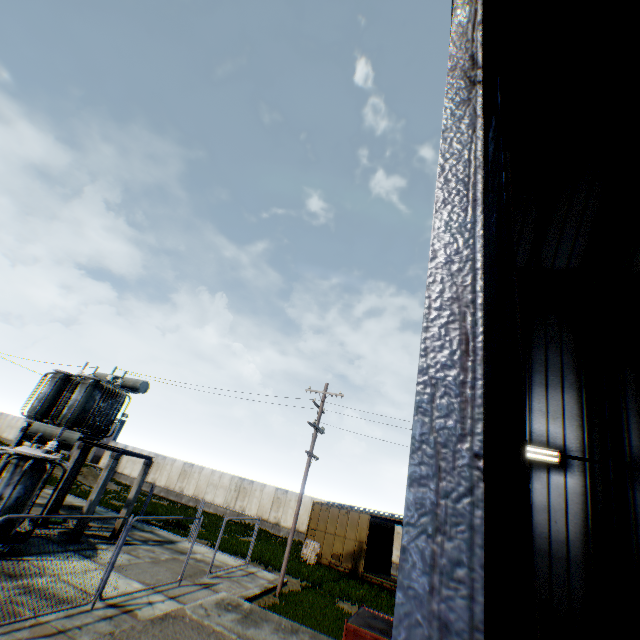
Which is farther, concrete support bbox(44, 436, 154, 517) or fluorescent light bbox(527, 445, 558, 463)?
concrete support bbox(44, 436, 154, 517)

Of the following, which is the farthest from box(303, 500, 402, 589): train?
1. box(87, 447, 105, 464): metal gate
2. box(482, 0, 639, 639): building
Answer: box(87, 447, 105, 464): metal gate

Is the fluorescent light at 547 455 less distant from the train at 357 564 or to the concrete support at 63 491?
the train at 357 564

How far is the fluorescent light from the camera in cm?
871

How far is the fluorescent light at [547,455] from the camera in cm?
871

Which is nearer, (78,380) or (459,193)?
(459,193)

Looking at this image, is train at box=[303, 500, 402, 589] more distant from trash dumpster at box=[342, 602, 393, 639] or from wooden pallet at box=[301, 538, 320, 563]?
trash dumpster at box=[342, 602, 393, 639]

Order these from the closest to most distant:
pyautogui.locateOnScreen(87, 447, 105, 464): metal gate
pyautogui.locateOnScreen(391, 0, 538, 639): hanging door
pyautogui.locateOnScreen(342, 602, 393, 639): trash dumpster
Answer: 1. pyautogui.locateOnScreen(391, 0, 538, 639): hanging door
2. pyautogui.locateOnScreen(342, 602, 393, 639): trash dumpster
3. pyautogui.locateOnScreen(87, 447, 105, 464): metal gate
